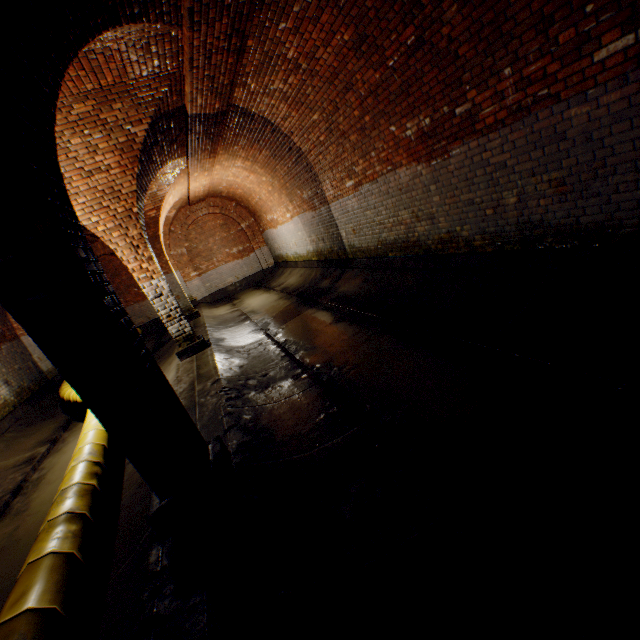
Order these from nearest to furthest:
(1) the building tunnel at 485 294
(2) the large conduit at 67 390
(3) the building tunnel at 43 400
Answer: (1) the building tunnel at 485 294
(3) the building tunnel at 43 400
(2) the large conduit at 67 390

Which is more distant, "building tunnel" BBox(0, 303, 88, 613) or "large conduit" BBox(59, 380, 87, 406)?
"large conduit" BBox(59, 380, 87, 406)

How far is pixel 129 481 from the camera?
4.0m

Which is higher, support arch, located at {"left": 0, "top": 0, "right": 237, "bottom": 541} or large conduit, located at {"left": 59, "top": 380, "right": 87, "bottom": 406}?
support arch, located at {"left": 0, "top": 0, "right": 237, "bottom": 541}

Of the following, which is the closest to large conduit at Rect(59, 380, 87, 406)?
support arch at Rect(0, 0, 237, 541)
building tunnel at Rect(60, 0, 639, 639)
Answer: building tunnel at Rect(60, 0, 639, 639)

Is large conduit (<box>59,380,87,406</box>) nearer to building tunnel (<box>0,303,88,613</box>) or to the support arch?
building tunnel (<box>0,303,88,613</box>)

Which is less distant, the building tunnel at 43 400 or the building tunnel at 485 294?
the building tunnel at 485 294
